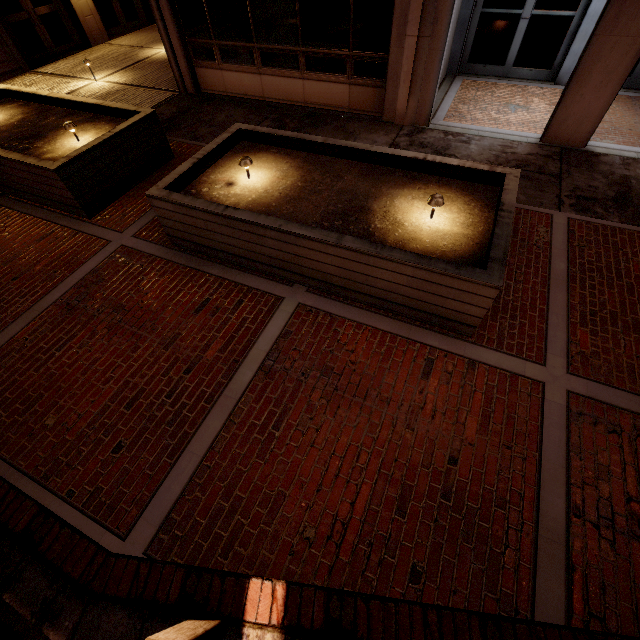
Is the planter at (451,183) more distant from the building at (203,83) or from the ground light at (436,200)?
the building at (203,83)

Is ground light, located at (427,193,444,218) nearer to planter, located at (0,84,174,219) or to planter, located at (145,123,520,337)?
planter, located at (145,123,520,337)

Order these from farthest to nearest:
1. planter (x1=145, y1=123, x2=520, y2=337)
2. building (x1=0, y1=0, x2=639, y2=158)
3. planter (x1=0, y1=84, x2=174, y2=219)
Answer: building (x1=0, y1=0, x2=639, y2=158) → planter (x1=0, y1=84, x2=174, y2=219) → planter (x1=145, y1=123, x2=520, y2=337)

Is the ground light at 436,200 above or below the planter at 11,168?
above

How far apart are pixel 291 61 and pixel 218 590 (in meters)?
10.46

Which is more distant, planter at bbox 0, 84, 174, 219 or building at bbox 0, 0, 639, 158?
building at bbox 0, 0, 639, 158

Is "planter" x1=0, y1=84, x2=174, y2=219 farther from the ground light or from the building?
the ground light

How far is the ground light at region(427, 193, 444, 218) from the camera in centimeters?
420cm
